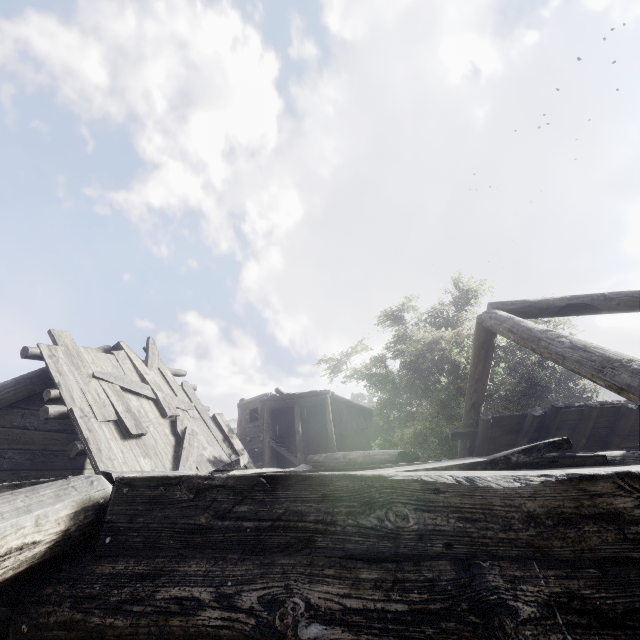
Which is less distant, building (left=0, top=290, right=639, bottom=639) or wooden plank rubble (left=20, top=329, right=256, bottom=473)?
building (left=0, top=290, right=639, bottom=639)

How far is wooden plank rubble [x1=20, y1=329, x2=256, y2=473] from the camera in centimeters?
537cm

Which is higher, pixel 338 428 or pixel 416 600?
pixel 338 428

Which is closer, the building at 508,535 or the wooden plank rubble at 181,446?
the building at 508,535

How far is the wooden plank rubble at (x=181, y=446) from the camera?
5.4m
